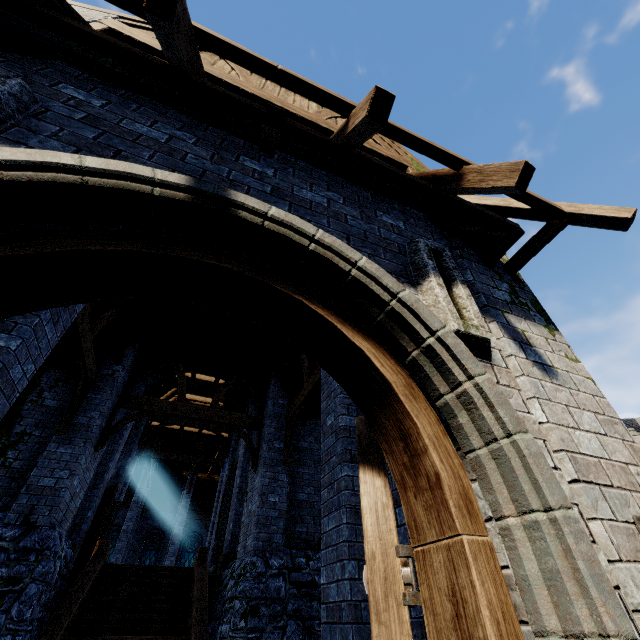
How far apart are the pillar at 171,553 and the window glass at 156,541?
7.5m

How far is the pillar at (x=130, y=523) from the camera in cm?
1907

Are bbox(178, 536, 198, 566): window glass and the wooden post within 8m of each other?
no

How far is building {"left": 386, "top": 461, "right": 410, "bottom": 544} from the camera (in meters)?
3.46

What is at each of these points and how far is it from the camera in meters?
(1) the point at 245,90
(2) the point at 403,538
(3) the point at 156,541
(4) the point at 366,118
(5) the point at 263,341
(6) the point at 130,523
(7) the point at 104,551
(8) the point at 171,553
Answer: (1) building, 4.3
(2) building, 3.5
(3) window glass, 26.2
(4) awning, 2.0
(5) building, 10.9
(6) pillar, 20.1
(7) stairs, 9.8
(8) pillar, 19.9

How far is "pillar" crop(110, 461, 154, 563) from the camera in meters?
19.1 m

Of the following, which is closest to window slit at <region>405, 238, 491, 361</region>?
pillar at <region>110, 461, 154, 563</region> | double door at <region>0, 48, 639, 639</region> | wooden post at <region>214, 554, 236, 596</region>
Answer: double door at <region>0, 48, 639, 639</region>
